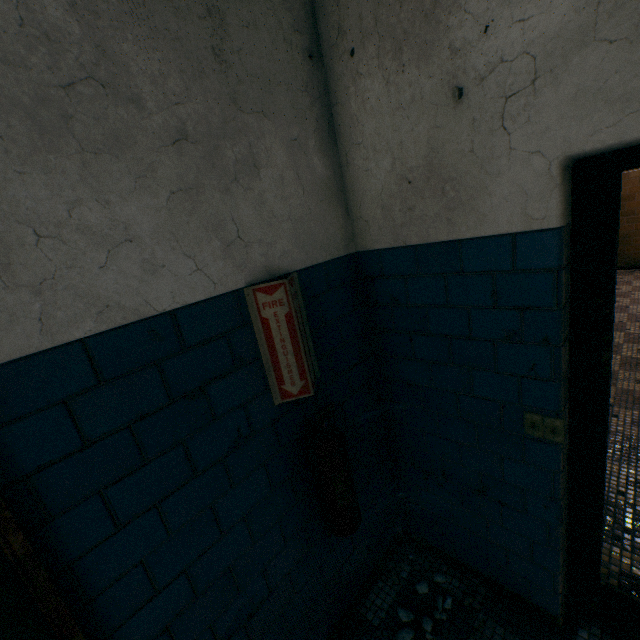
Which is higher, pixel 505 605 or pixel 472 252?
pixel 472 252

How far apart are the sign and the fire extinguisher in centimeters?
11cm

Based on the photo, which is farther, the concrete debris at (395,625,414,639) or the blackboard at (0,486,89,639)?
the concrete debris at (395,625,414,639)

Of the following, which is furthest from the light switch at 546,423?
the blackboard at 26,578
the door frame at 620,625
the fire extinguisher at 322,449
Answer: the blackboard at 26,578

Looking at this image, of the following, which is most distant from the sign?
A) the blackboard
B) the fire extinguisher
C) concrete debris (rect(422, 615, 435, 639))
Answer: concrete debris (rect(422, 615, 435, 639))

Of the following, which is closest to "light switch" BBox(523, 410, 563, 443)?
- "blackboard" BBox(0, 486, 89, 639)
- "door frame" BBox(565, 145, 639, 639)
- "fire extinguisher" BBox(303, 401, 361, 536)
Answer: "door frame" BBox(565, 145, 639, 639)

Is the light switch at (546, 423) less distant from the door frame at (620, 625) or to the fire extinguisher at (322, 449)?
the door frame at (620, 625)

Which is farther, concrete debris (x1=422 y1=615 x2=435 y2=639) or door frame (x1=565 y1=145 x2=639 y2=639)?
concrete debris (x1=422 y1=615 x2=435 y2=639)
